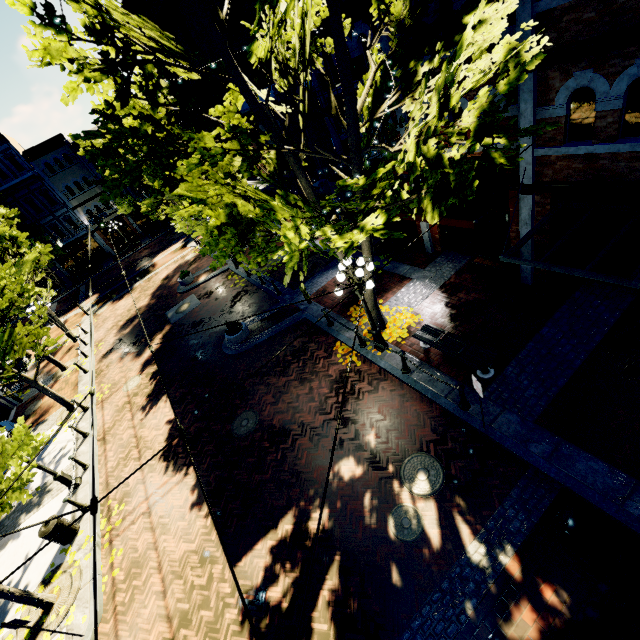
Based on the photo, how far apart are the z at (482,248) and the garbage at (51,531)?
16.79m

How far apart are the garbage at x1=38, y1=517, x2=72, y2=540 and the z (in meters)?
16.79

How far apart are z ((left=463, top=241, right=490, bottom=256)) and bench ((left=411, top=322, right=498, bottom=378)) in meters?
4.5 m

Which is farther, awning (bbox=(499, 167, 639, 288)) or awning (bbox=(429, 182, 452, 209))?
awning (bbox=(429, 182, 452, 209))

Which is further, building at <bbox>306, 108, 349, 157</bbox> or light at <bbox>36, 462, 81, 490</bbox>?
building at <bbox>306, 108, 349, 157</bbox>

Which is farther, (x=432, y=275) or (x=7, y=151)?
(x=7, y=151)

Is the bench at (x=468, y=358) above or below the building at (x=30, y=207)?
below

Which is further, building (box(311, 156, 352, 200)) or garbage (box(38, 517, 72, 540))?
building (box(311, 156, 352, 200))
